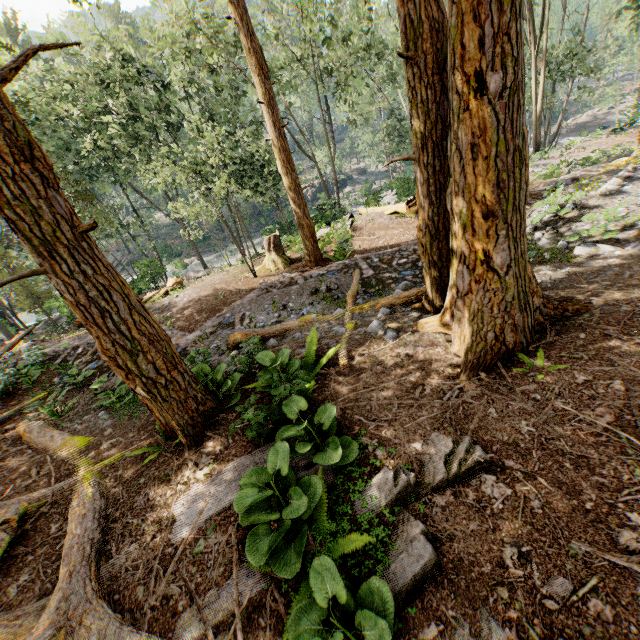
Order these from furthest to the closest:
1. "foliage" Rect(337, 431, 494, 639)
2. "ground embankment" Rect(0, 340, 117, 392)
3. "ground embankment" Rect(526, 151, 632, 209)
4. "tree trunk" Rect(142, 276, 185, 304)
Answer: "tree trunk" Rect(142, 276, 185, 304)
"ground embankment" Rect(526, 151, 632, 209)
"ground embankment" Rect(0, 340, 117, 392)
"foliage" Rect(337, 431, 494, 639)

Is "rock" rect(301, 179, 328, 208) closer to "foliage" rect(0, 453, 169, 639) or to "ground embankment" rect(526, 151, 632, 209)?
"foliage" rect(0, 453, 169, 639)

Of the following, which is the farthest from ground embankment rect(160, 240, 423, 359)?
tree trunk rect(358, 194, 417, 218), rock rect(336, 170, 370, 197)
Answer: Answer: rock rect(336, 170, 370, 197)

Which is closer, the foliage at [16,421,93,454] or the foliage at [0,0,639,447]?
the foliage at [0,0,639,447]

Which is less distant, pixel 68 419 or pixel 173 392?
pixel 173 392

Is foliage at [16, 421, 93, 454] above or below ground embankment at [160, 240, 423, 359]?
above

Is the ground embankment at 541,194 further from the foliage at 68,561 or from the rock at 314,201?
the rock at 314,201

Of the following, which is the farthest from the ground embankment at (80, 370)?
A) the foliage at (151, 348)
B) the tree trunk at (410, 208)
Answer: the tree trunk at (410, 208)
